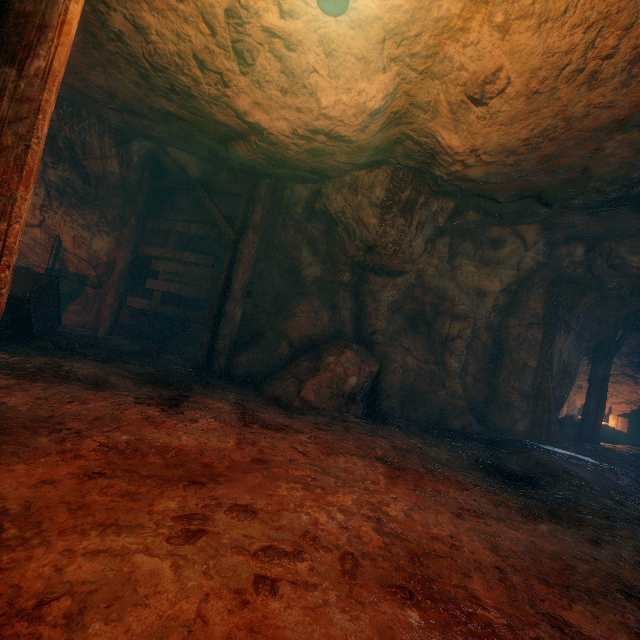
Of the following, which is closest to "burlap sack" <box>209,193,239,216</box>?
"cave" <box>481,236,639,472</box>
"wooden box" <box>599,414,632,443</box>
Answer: "cave" <box>481,236,639,472</box>

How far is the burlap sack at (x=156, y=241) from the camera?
8.9 meters

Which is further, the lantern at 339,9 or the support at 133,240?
the support at 133,240

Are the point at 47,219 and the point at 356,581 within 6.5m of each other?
no

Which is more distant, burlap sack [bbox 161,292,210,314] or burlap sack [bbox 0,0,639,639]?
burlap sack [bbox 161,292,210,314]

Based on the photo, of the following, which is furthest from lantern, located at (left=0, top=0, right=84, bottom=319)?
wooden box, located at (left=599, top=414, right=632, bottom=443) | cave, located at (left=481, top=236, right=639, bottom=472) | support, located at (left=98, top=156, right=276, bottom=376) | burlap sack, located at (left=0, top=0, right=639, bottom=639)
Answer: wooden box, located at (left=599, top=414, right=632, bottom=443)

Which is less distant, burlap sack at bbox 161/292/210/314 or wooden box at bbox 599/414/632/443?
burlap sack at bbox 161/292/210/314

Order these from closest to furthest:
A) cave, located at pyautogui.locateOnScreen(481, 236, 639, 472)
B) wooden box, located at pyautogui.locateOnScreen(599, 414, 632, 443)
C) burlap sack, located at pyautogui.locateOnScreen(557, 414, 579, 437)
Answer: cave, located at pyautogui.locateOnScreen(481, 236, 639, 472) → burlap sack, located at pyautogui.locateOnScreen(557, 414, 579, 437) → wooden box, located at pyautogui.locateOnScreen(599, 414, 632, 443)
